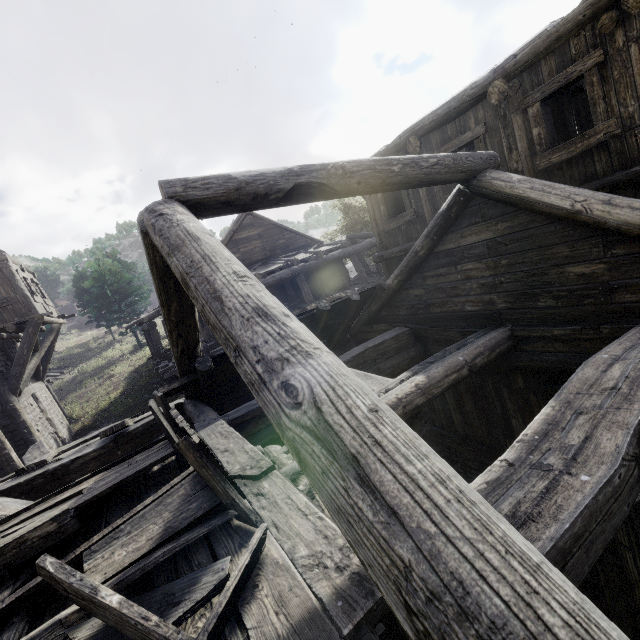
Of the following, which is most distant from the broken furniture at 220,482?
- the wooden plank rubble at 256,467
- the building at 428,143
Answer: the building at 428,143

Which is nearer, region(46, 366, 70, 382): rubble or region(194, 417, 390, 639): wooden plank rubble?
region(194, 417, 390, 639): wooden plank rubble

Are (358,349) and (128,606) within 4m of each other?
no

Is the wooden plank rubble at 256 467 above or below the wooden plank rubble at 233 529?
below

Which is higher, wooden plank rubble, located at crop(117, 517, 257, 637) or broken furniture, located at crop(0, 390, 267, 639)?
broken furniture, located at crop(0, 390, 267, 639)

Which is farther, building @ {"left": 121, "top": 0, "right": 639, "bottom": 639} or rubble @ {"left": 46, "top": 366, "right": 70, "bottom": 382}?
rubble @ {"left": 46, "top": 366, "right": 70, "bottom": 382}

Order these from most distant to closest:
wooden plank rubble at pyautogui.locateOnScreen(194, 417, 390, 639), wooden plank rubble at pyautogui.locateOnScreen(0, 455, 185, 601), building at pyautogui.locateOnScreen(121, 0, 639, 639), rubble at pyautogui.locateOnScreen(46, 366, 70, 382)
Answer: rubble at pyautogui.locateOnScreen(46, 366, 70, 382) < wooden plank rubble at pyautogui.locateOnScreen(0, 455, 185, 601) < wooden plank rubble at pyautogui.locateOnScreen(194, 417, 390, 639) < building at pyautogui.locateOnScreen(121, 0, 639, 639)

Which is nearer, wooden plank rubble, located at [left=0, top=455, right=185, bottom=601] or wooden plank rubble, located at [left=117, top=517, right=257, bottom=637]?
wooden plank rubble, located at [left=117, top=517, right=257, bottom=637]
